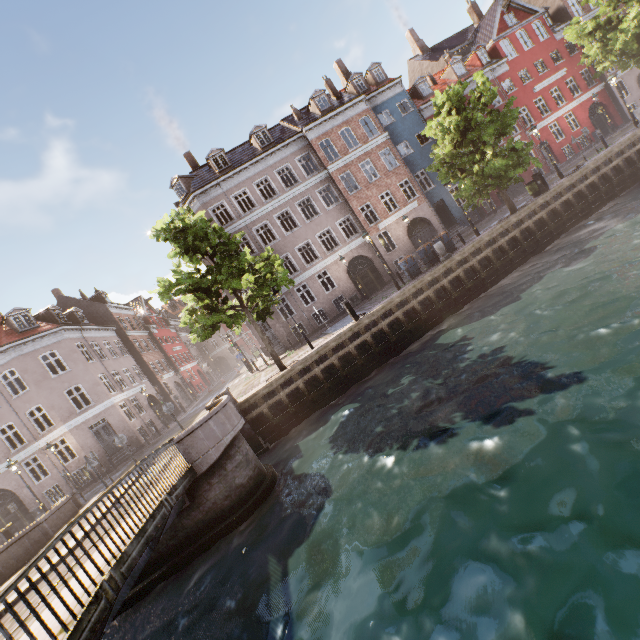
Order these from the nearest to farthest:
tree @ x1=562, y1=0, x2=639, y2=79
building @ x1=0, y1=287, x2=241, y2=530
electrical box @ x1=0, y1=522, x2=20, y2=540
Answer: electrical box @ x1=0, y1=522, x2=20, y2=540 → tree @ x1=562, y1=0, x2=639, y2=79 → building @ x1=0, y1=287, x2=241, y2=530

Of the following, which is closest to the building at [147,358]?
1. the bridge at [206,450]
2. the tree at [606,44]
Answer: the tree at [606,44]

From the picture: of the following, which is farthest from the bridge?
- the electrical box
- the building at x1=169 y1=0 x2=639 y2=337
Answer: → the building at x1=169 y1=0 x2=639 y2=337

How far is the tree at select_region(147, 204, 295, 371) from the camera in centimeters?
1391cm

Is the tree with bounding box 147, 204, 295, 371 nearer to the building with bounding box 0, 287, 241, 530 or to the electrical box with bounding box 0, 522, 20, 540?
the electrical box with bounding box 0, 522, 20, 540

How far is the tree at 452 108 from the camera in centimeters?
1670cm

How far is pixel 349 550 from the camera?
6.33m
